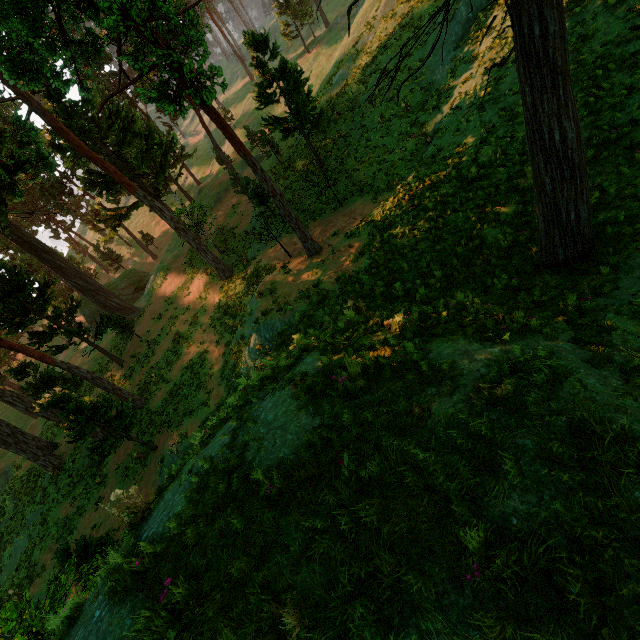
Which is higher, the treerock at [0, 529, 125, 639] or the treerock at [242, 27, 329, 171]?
the treerock at [242, 27, 329, 171]

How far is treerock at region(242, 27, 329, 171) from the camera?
19.39m

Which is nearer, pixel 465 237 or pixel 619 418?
pixel 619 418

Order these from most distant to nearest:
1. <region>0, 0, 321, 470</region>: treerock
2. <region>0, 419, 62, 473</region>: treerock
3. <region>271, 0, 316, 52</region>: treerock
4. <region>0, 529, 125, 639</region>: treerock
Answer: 1. <region>271, 0, 316, 52</region>: treerock
2. <region>0, 419, 62, 473</region>: treerock
3. <region>0, 0, 321, 470</region>: treerock
4. <region>0, 529, 125, 639</region>: treerock

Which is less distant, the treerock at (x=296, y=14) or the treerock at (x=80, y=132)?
the treerock at (x=80, y=132)

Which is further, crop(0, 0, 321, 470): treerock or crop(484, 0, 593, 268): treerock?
crop(0, 0, 321, 470): treerock

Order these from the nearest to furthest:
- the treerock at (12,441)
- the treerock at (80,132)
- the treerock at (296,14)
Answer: the treerock at (80,132)
the treerock at (12,441)
the treerock at (296,14)
